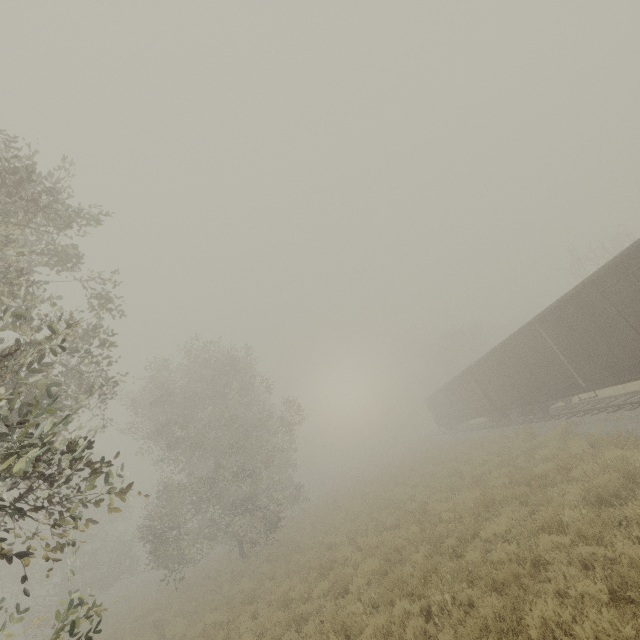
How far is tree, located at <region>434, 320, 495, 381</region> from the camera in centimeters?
4866cm

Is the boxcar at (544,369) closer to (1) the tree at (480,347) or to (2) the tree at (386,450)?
(1) the tree at (480,347)

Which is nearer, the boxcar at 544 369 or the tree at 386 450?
the boxcar at 544 369

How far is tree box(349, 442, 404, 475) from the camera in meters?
50.1 m

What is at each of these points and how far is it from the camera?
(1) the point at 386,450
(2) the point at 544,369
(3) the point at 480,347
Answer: (1) tree, 58.78m
(2) boxcar, 15.62m
(3) tree, 48.16m

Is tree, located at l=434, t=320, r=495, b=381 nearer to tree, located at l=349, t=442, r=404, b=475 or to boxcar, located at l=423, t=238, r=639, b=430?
tree, located at l=349, t=442, r=404, b=475
